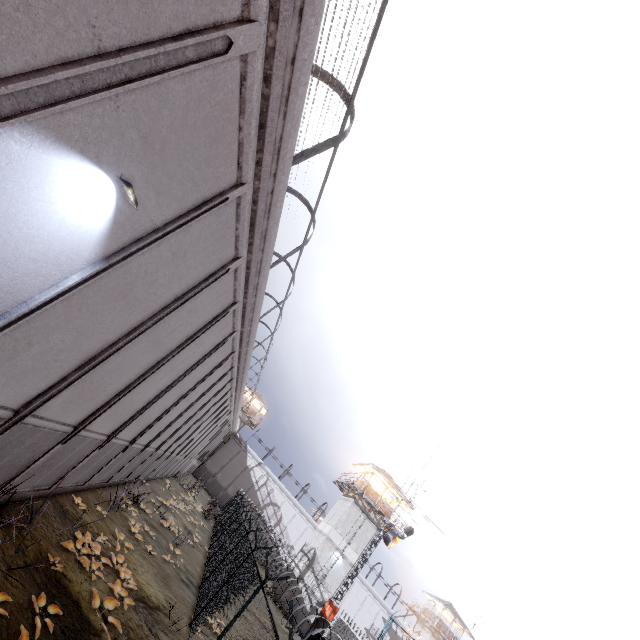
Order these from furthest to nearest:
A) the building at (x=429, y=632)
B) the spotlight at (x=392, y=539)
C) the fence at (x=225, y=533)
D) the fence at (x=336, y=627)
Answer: the building at (x=429, y=632) → the spotlight at (x=392, y=539) → the fence at (x=225, y=533) → the fence at (x=336, y=627)

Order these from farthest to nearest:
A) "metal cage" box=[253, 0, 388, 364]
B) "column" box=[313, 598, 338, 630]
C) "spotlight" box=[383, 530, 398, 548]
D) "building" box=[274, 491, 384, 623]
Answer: "building" box=[274, 491, 384, 623], "spotlight" box=[383, 530, 398, 548], "column" box=[313, 598, 338, 630], "metal cage" box=[253, 0, 388, 364]

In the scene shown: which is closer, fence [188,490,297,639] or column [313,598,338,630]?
fence [188,490,297,639]

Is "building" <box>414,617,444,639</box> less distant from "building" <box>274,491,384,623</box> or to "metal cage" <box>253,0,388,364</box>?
"building" <box>274,491,384,623</box>

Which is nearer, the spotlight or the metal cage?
the metal cage

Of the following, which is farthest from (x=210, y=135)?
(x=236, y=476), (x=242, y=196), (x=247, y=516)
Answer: (x=236, y=476)

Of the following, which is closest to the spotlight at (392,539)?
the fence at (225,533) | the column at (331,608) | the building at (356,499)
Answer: the fence at (225,533)

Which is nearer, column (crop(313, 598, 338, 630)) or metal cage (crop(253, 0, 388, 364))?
metal cage (crop(253, 0, 388, 364))
